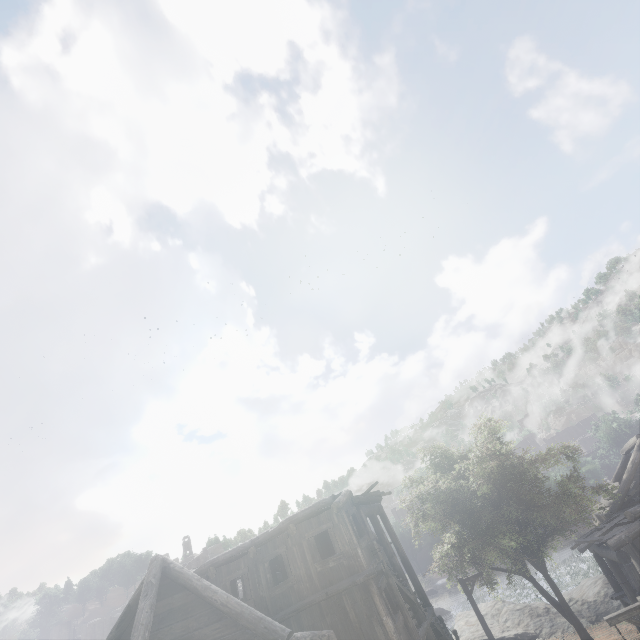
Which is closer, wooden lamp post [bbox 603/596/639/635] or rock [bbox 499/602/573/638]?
wooden lamp post [bbox 603/596/639/635]

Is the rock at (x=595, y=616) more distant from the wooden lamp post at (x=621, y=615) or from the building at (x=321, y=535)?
the wooden lamp post at (x=621, y=615)

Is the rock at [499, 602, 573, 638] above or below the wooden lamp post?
below

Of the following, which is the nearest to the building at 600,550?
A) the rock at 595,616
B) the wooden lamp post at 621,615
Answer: the rock at 595,616

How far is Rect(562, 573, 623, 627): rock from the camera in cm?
2217

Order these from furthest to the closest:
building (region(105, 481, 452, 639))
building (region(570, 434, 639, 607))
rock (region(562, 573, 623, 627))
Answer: rock (region(562, 573, 623, 627)) → building (region(570, 434, 639, 607)) → building (region(105, 481, 452, 639))

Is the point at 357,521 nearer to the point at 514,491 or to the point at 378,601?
the point at 378,601

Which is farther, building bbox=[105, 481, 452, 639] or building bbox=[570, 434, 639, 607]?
building bbox=[570, 434, 639, 607]
